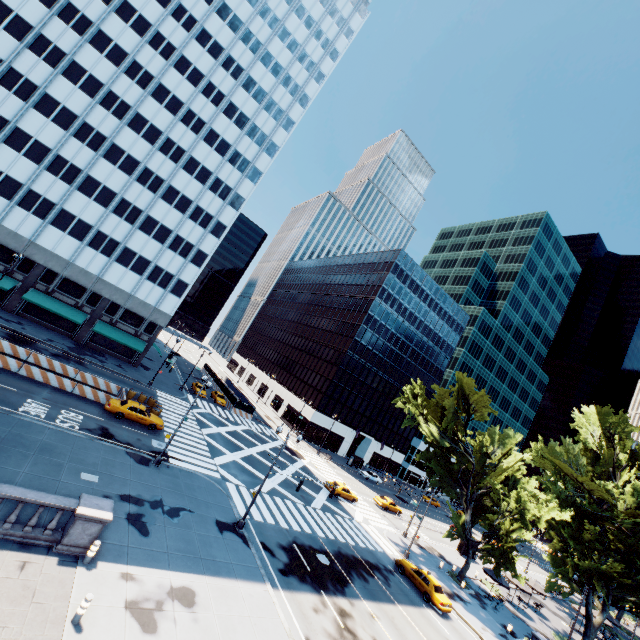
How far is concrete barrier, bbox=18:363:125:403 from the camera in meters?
26.6 m

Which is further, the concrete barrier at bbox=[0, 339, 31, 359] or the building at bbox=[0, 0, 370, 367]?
the building at bbox=[0, 0, 370, 367]

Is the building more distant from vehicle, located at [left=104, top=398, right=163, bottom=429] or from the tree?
the tree

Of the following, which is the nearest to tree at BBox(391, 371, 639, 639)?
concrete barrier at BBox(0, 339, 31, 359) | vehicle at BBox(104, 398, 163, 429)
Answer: vehicle at BBox(104, 398, 163, 429)

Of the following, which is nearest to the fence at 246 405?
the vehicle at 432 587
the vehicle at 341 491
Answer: the vehicle at 341 491

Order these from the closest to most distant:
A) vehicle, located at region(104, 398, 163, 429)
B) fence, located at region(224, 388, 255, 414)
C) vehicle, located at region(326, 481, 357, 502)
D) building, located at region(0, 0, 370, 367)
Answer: vehicle, located at region(104, 398, 163, 429), building, located at region(0, 0, 370, 367), vehicle, located at region(326, 481, 357, 502), fence, located at region(224, 388, 255, 414)

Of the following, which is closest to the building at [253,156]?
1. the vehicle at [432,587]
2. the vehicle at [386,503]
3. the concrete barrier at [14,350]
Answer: the concrete barrier at [14,350]

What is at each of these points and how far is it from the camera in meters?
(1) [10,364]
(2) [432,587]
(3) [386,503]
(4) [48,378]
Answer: (1) concrete barrier, 26.0
(2) vehicle, 26.7
(3) vehicle, 46.3
(4) concrete barrier, 27.3
